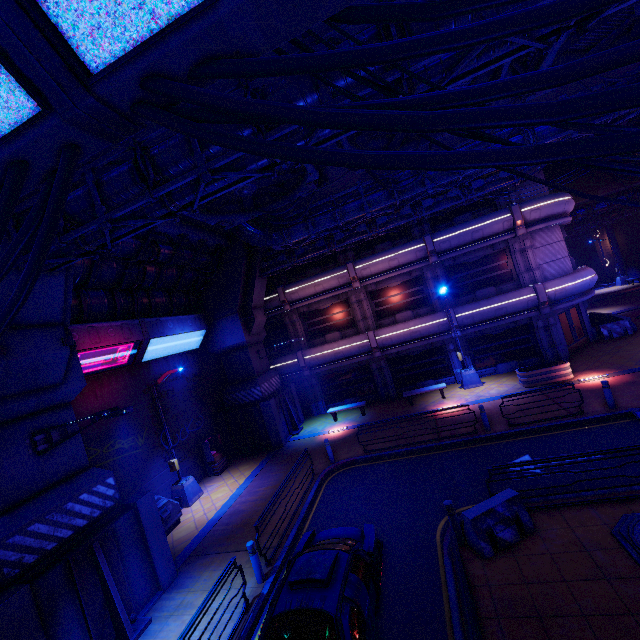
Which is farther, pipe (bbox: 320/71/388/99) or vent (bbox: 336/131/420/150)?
vent (bbox: 336/131/420/150)

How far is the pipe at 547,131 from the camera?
11.3 meters

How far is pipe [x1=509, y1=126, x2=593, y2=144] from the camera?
11.32m

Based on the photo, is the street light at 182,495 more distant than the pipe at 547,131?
Yes

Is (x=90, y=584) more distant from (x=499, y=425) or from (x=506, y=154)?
(x=499, y=425)

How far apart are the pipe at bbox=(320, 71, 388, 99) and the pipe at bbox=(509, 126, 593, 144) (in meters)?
7.12

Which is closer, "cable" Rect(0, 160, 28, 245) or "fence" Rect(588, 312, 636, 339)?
"cable" Rect(0, 160, 28, 245)

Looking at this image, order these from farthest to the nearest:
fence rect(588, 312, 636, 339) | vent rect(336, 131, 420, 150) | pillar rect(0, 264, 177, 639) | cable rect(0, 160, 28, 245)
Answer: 1. fence rect(588, 312, 636, 339)
2. vent rect(336, 131, 420, 150)
3. pillar rect(0, 264, 177, 639)
4. cable rect(0, 160, 28, 245)
